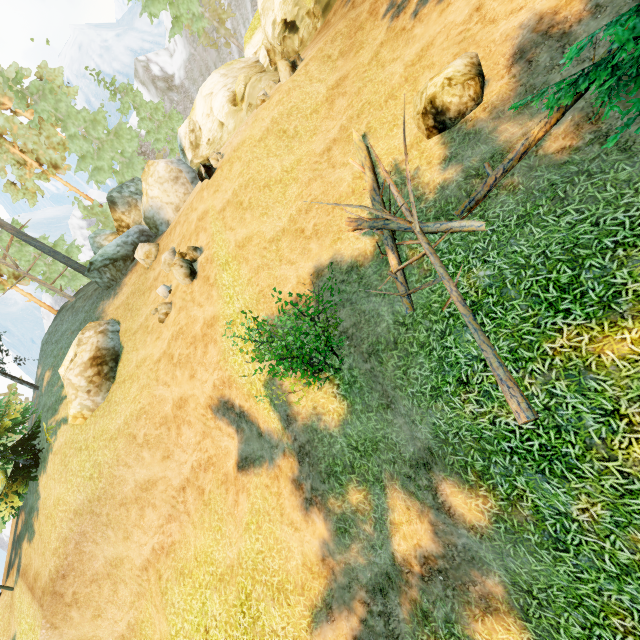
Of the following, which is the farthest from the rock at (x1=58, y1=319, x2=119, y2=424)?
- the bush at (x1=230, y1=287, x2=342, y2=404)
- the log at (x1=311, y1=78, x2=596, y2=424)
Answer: the log at (x1=311, y1=78, x2=596, y2=424)

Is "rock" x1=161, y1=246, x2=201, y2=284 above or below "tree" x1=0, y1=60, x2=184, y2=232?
below

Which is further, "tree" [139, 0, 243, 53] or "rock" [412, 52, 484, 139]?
"tree" [139, 0, 243, 53]

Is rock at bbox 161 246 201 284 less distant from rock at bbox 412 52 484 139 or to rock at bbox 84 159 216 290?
rock at bbox 84 159 216 290

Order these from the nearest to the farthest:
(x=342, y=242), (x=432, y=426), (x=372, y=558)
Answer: (x=432, y=426) < (x=372, y=558) < (x=342, y=242)

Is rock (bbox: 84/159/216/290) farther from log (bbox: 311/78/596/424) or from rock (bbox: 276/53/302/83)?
log (bbox: 311/78/596/424)

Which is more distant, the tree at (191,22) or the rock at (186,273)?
the tree at (191,22)

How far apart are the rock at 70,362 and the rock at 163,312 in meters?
3.7 m
